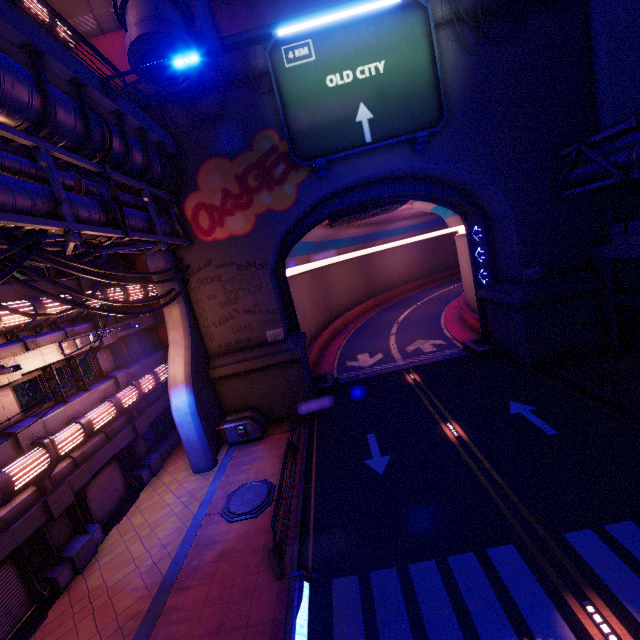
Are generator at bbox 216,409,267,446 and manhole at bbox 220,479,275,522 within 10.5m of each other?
yes

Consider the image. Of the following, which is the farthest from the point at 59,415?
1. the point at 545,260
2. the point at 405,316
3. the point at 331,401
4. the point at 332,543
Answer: the point at 405,316

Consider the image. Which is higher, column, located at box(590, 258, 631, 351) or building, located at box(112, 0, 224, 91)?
building, located at box(112, 0, 224, 91)

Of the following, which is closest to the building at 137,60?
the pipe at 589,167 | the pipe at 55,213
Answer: the pipe at 55,213

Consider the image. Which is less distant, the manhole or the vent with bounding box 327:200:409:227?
the manhole

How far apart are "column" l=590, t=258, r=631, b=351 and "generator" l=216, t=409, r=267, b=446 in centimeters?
1880cm

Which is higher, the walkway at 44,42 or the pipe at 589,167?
the walkway at 44,42

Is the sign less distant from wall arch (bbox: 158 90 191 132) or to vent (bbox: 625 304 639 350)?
wall arch (bbox: 158 90 191 132)
